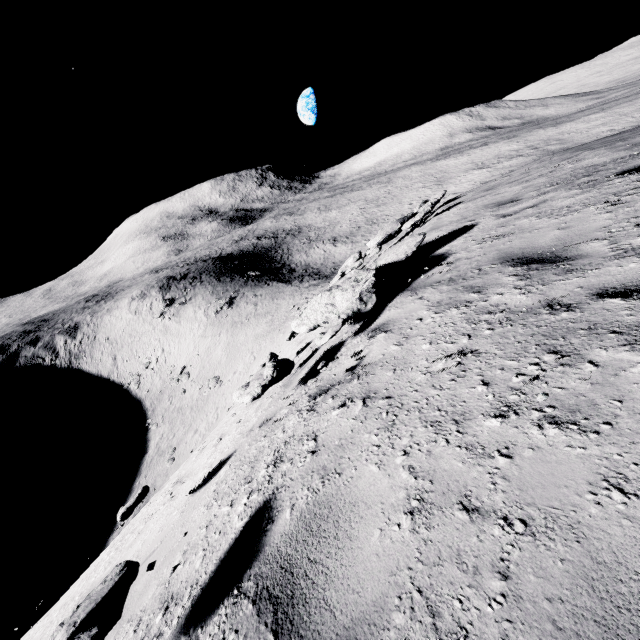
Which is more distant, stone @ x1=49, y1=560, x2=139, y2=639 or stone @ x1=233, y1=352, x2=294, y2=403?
stone @ x1=233, y1=352, x2=294, y2=403

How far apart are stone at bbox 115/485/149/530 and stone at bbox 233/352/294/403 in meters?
1.6 m

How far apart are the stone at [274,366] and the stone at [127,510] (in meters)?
1.56

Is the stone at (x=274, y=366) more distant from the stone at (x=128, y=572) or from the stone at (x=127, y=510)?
the stone at (x=128, y=572)

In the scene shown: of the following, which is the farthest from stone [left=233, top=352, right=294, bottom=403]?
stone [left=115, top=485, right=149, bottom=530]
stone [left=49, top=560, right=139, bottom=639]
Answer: stone [left=49, top=560, right=139, bottom=639]

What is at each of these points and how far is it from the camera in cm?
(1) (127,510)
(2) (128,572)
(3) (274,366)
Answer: (1) stone, 405
(2) stone, 202
(3) stone, 456

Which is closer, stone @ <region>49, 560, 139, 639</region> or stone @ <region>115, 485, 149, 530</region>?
stone @ <region>49, 560, 139, 639</region>
